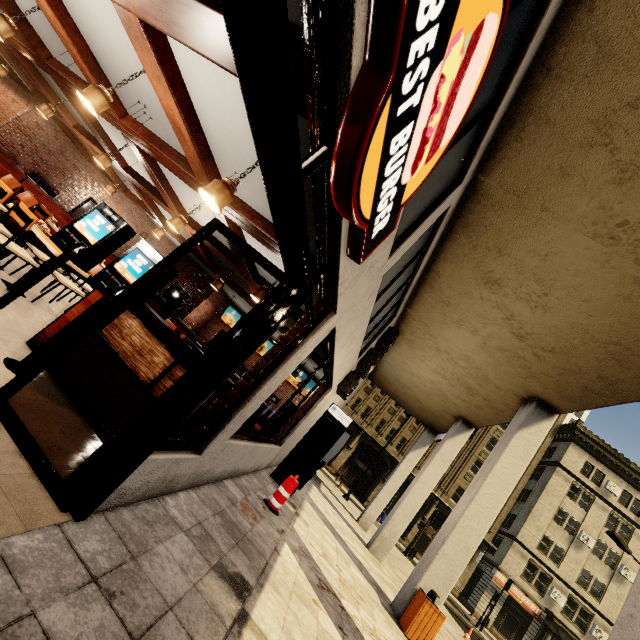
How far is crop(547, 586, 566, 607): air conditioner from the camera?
29.3m

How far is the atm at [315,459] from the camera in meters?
8.2 m

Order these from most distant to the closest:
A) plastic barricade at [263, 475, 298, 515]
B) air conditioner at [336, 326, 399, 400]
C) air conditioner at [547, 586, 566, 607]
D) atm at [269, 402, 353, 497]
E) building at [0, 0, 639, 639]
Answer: air conditioner at [547, 586, 566, 607]
air conditioner at [336, 326, 399, 400]
atm at [269, 402, 353, 497]
plastic barricade at [263, 475, 298, 515]
building at [0, 0, 639, 639]

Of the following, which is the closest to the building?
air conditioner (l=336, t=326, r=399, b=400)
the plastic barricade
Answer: air conditioner (l=336, t=326, r=399, b=400)

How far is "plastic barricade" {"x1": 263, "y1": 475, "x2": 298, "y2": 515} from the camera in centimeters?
589cm

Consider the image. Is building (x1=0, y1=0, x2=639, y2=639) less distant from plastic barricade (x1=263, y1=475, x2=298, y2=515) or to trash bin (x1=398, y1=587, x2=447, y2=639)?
trash bin (x1=398, y1=587, x2=447, y2=639)

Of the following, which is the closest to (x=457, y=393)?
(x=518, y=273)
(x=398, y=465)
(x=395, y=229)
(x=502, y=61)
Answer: (x=518, y=273)

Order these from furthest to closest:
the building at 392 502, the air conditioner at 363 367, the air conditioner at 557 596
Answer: the air conditioner at 557 596 < the air conditioner at 363 367 < the building at 392 502
